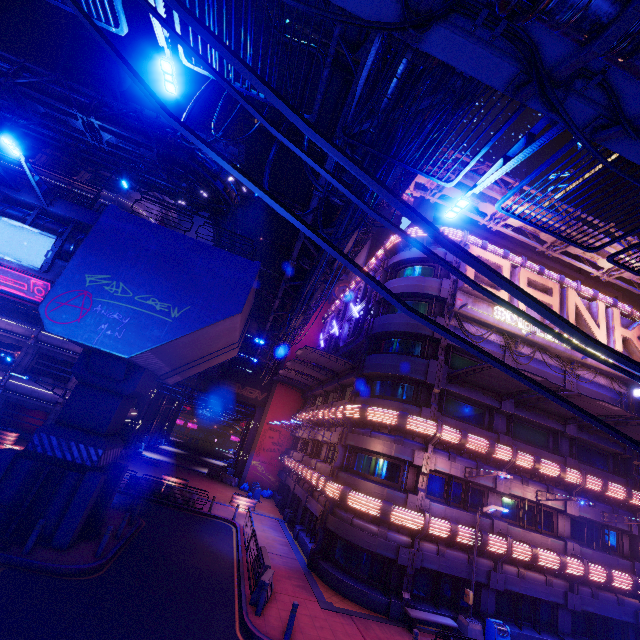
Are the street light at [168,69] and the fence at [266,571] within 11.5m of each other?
no

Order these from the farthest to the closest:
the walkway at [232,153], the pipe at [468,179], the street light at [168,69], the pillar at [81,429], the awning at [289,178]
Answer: the walkway at [232,153], the pipe at [468,179], the awning at [289,178], the pillar at [81,429], the street light at [168,69]

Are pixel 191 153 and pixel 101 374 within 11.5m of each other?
no

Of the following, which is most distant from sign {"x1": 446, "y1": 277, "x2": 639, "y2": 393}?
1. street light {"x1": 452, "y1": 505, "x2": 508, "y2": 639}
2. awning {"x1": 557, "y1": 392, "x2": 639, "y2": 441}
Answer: street light {"x1": 452, "y1": 505, "x2": 508, "y2": 639}

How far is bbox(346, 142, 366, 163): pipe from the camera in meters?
9.0

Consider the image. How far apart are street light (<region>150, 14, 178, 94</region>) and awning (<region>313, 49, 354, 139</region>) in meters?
6.4 m

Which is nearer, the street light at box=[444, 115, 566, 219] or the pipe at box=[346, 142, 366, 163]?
the street light at box=[444, 115, 566, 219]

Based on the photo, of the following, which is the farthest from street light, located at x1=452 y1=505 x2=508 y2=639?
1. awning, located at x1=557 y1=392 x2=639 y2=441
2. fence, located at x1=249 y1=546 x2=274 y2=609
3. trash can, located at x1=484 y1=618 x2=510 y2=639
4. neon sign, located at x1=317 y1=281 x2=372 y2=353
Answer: neon sign, located at x1=317 y1=281 x2=372 y2=353
